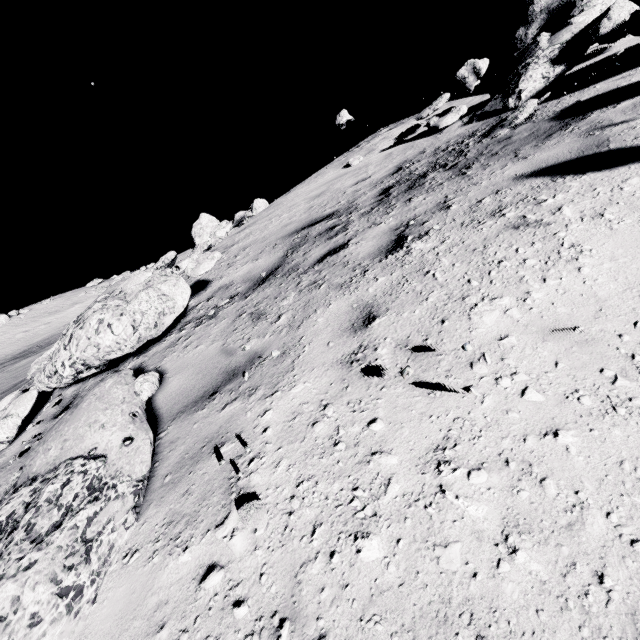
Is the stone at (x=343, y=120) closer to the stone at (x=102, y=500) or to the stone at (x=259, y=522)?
the stone at (x=102, y=500)

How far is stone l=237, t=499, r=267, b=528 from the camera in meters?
1.4

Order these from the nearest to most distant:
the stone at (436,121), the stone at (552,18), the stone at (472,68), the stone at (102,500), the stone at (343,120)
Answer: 1. the stone at (102,500)
2. the stone at (552,18)
3. the stone at (472,68)
4. the stone at (436,121)
5. the stone at (343,120)

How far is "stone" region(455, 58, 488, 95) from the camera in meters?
7.2

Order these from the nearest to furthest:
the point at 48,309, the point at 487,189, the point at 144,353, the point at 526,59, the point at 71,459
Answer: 1. the point at 71,459
2. the point at 487,189
3. the point at 144,353
4. the point at 526,59
5. the point at 48,309

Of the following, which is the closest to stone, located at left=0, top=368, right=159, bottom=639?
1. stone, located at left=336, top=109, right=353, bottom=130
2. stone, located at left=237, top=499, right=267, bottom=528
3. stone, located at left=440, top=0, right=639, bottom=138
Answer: stone, located at left=237, top=499, right=267, bottom=528

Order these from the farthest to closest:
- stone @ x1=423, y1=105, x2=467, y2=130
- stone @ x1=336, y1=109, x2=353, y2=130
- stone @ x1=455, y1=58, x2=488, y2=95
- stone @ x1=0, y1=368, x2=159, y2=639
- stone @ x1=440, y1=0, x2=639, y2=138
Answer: stone @ x1=336, y1=109, x2=353, y2=130 → stone @ x1=423, y1=105, x2=467, y2=130 → stone @ x1=455, y1=58, x2=488, y2=95 → stone @ x1=440, y1=0, x2=639, y2=138 → stone @ x1=0, y1=368, x2=159, y2=639

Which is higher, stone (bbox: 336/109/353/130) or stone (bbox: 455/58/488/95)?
stone (bbox: 336/109/353/130)
